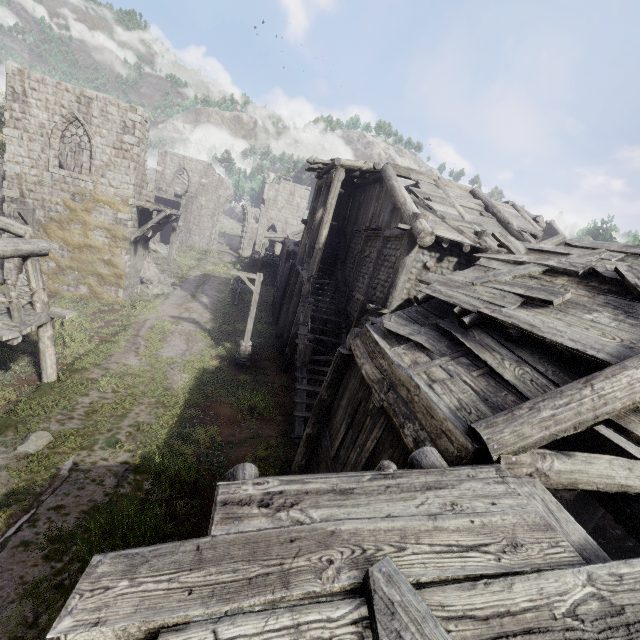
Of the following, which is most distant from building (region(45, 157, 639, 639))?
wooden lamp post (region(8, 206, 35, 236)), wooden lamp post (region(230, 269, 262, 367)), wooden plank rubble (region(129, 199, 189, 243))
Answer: wooden lamp post (region(230, 269, 262, 367))

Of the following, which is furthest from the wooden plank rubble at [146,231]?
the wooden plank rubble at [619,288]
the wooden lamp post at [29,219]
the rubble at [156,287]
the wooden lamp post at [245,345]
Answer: the wooden plank rubble at [619,288]

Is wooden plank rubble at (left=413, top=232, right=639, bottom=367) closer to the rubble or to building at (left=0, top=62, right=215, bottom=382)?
building at (left=0, top=62, right=215, bottom=382)

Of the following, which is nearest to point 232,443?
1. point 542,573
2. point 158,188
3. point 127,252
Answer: point 542,573

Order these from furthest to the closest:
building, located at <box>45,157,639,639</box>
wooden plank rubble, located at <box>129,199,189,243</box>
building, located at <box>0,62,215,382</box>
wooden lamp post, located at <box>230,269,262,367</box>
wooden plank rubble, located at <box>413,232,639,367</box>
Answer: wooden plank rubble, located at <box>129,199,189,243</box> < wooden lamp post, located at <box>230,269,262,367</box> < building, located at <box>0,62,215,382</box> < wooden plank rubble, located at <box>413,232,639,367</box> < building, located at <box>45,157,639,639</box>

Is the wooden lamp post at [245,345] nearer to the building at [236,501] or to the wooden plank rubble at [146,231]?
the building at [236,501]

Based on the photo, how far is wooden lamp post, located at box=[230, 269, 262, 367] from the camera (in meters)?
15.38

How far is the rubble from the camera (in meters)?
23.73
